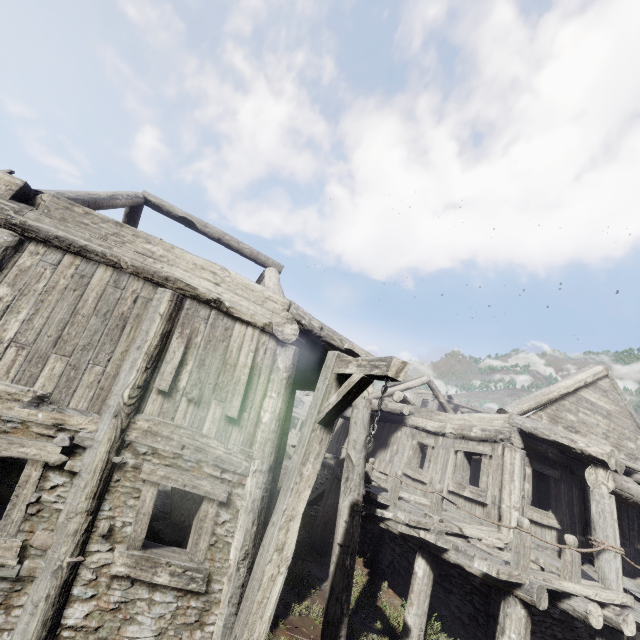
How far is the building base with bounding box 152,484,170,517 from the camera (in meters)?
10.48

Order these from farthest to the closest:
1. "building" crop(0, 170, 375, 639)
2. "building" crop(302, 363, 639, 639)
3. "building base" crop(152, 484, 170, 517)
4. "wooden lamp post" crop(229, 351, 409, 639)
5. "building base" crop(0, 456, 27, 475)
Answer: "building base" crop(152, 484, 170, 517), "building base" crop(0, 456, 27, 475), "building" crop(302, 363, 639, 639), "building" crop(0, 170, 375, 639), "wooden lamp post" crop(229, 351, 409, 639)

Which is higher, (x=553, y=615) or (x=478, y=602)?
(x=553, y=615)

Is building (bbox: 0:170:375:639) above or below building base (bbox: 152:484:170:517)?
above

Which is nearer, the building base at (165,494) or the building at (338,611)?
the building at (338,611)

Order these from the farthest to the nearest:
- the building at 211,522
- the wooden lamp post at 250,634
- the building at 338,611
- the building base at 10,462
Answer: the building base at 10,462 → the building at 338,611 → the building at 211,522 → the wooden lamp post at 250,634

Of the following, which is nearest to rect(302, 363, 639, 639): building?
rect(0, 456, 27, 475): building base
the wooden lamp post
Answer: rect(0, 456, 27, 475): building base

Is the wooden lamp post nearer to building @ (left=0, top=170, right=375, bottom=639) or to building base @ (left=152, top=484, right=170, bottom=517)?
building @ (left=0, top=170, right=375, bottom=639)
